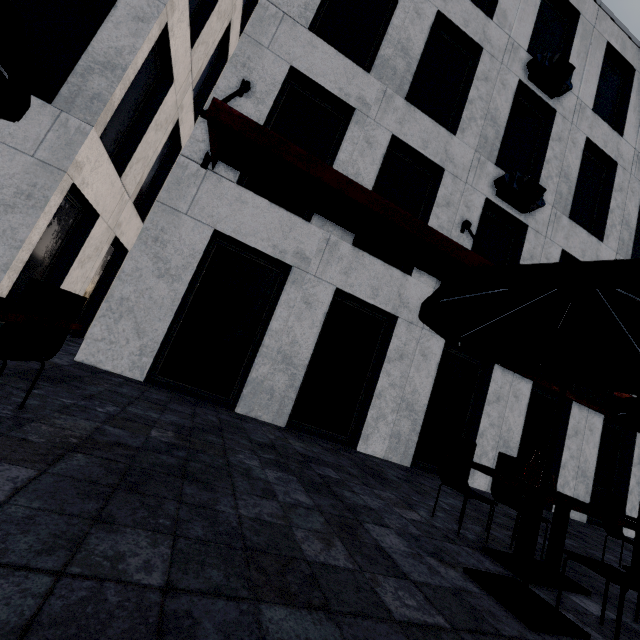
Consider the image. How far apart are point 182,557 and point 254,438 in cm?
329

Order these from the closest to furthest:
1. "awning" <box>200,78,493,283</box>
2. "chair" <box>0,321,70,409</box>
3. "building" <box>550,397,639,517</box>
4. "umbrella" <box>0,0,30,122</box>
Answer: "umbrella" <box>0,0,30,122</box> → "chair" <box>0,321,70,409</box> → "awning" <box>200,78,493,283</box> → "building" <box>550,397,639,517</box>

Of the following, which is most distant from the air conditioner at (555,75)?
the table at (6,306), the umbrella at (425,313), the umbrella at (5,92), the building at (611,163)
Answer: the table at (6,306)

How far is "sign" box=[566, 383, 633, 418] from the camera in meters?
8.8 m

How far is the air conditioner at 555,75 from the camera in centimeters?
880cm

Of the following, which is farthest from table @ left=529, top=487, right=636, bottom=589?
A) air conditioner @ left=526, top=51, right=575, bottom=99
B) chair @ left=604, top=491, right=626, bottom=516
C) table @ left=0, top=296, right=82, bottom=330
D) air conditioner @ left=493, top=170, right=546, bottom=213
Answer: air conditioner @ left=526, top=51, right=575, bottom=99

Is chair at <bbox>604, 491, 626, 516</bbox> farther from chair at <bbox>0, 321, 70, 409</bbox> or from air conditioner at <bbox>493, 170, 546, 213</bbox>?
chair at <bbox>0, 321, 70, 409</bbox>

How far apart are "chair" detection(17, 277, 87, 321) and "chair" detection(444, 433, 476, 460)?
4.6 meters
